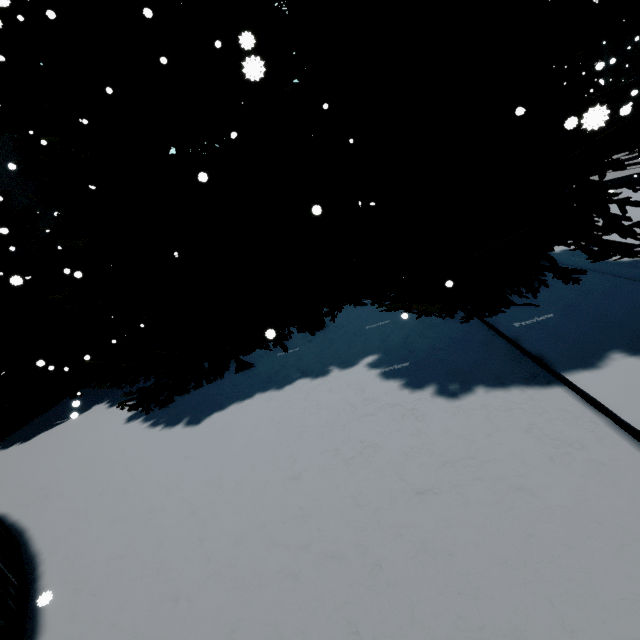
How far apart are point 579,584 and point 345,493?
2.11m

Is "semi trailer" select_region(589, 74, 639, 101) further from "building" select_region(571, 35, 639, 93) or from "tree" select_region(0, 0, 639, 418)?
"building" select_region(571, 35, 639, 93)

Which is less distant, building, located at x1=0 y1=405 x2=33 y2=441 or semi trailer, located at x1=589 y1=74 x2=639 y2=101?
building, located at x1=0 y1=405 x2=33 y2=441

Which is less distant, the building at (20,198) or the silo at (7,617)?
the silo at (7,617)

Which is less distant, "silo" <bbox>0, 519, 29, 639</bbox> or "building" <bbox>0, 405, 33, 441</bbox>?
"silo" <bbox>0, 519, 29, 639</bbox>

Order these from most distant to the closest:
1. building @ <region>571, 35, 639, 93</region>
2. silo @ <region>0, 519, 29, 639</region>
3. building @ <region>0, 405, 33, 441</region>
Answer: building @ <region>571, 35, 639, 93</region>, building @ <region>0, 405, 33, 441</region>, silo @ <region>0, 519, 29, 639</region>

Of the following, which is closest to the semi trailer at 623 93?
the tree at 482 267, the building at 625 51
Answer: the tree at 482 267
